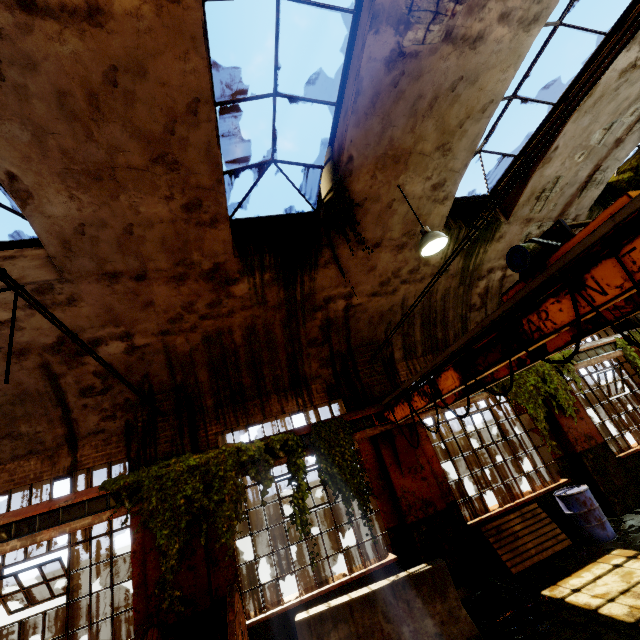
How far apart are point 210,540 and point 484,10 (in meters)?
9.99

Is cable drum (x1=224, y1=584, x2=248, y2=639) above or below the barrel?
above

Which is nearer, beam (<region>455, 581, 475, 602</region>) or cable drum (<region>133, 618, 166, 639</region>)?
cable drum (<region>133, 618, 166, 639</region>)

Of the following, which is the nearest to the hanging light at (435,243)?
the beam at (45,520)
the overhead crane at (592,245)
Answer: the overhead crane at (592,245)

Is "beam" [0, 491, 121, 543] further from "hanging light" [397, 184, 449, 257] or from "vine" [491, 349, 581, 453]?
"hanging light" [397, 184, 449, 257]

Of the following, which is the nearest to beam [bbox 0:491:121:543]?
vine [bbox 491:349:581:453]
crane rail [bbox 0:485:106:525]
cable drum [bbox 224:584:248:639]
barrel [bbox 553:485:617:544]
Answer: crane rail [bbox 0:485:106:525]

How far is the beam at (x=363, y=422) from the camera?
7.3m

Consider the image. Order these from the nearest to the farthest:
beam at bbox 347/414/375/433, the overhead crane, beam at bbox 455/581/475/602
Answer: the overhead crane
beam at bbox 455/581/475/602
beam at bbox 347/414/375/433
